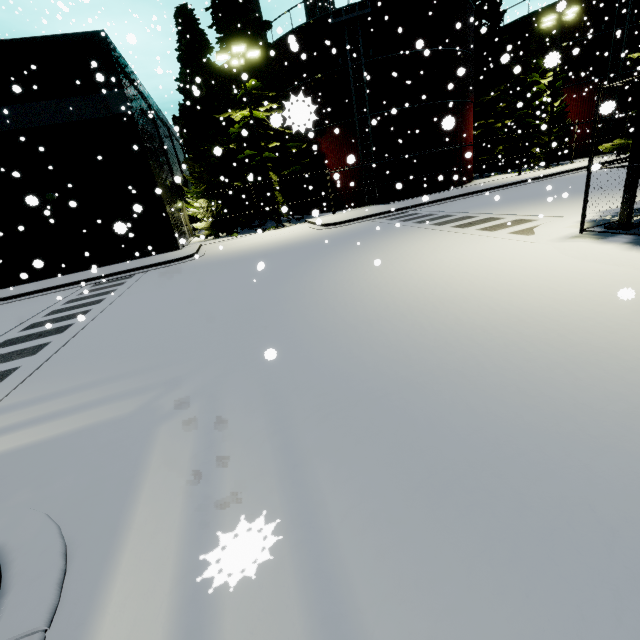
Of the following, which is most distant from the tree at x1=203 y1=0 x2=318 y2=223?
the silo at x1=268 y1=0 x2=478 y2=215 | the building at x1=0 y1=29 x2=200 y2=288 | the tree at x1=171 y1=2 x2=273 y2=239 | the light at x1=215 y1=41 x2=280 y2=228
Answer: the building at x1=0 y1=29 x2=200 y2=288

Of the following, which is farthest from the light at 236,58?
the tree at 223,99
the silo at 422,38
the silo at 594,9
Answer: the silo at 594,9

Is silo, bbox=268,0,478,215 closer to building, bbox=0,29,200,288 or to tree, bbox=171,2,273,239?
building, bbox=0,29,200,288

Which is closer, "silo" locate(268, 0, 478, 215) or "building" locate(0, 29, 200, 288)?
"building" locate(0, 29, 200, 288)

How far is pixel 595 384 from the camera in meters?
3.3

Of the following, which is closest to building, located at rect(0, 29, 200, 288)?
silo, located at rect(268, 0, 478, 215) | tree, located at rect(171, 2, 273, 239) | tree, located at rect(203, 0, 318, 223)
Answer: silo, located at rect(268, 0, 478, 215)

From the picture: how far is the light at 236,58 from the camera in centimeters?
1748cm

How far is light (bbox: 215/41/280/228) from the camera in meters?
17.5 m
